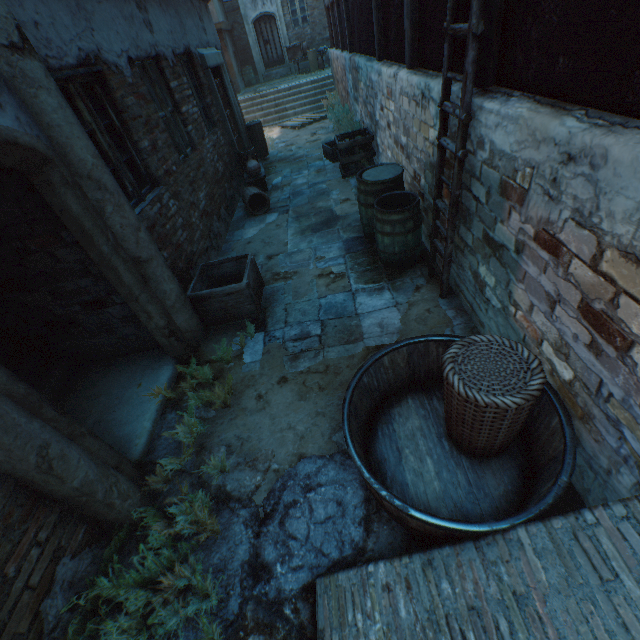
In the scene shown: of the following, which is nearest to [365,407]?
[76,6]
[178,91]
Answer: [76,6]

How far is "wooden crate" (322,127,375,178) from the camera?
6.9m

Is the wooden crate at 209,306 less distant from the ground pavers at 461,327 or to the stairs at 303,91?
the ground pavers at 461,327

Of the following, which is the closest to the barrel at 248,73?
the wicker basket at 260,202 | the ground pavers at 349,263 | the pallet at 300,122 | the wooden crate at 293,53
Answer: the wooden crate at 293,53

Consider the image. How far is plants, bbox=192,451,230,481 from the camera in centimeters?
259cm

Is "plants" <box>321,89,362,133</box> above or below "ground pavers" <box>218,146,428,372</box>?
above

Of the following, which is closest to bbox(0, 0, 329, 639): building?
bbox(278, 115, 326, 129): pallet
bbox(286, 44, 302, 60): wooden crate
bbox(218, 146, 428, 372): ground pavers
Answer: bbox(218, 146, 428, 372): ground pavers

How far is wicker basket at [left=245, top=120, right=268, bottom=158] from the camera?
9.4 meters
